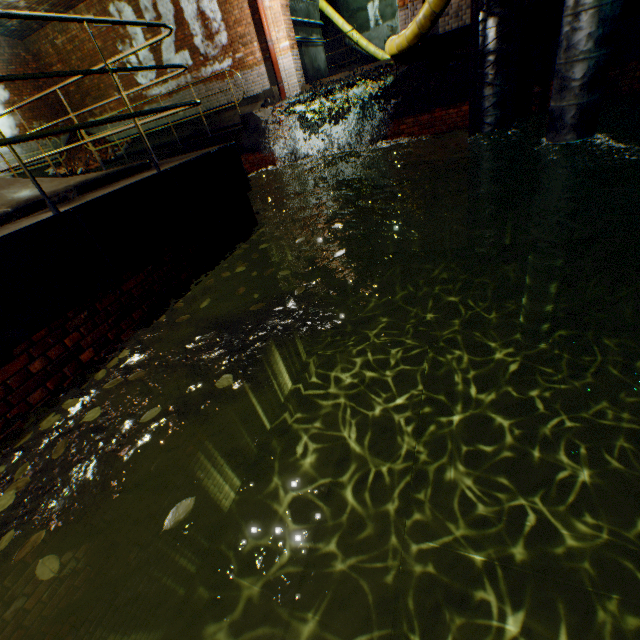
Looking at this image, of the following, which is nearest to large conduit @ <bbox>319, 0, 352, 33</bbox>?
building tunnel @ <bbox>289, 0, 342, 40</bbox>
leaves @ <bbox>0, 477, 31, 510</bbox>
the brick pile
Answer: building tunnel @ <bbox>289, 0, 342, 40</bbox>

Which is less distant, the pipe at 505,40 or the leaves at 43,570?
the leaves at 43,570

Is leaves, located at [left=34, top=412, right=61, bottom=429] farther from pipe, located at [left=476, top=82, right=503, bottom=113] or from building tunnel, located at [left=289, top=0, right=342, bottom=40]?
building tunnel, located at [left=289, top=0, right=342, bottom=40]

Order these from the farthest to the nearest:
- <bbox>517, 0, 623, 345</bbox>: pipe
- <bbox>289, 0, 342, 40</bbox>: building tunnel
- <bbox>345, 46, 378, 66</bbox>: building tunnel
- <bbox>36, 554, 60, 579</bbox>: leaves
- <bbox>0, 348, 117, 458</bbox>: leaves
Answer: <bbox>345, 46, 378, 66</bbox>: building tunnel → <bbox>289, 0, 342, 40</bbox>: building tunnel → <bbox>517, 0, 623, 345</bbox>: pipe → <bbox>0, 348, 117, 458</bbox>: leaves → <bbox>36, 554, 60, 579</bbox>: leaves

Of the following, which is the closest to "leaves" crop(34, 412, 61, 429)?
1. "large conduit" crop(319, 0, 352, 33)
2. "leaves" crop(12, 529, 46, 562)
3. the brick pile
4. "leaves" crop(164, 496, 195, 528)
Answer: "leaves" crop(12, 529, 46, 562)

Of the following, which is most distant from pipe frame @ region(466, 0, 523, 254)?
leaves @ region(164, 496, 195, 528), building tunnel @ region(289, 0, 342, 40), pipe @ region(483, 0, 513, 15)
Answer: leaves @ region(164, 496, 195, 528)

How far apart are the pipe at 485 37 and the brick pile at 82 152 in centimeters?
1350cm

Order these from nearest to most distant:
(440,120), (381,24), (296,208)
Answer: (440,120) → (296,208) → (381,24)
